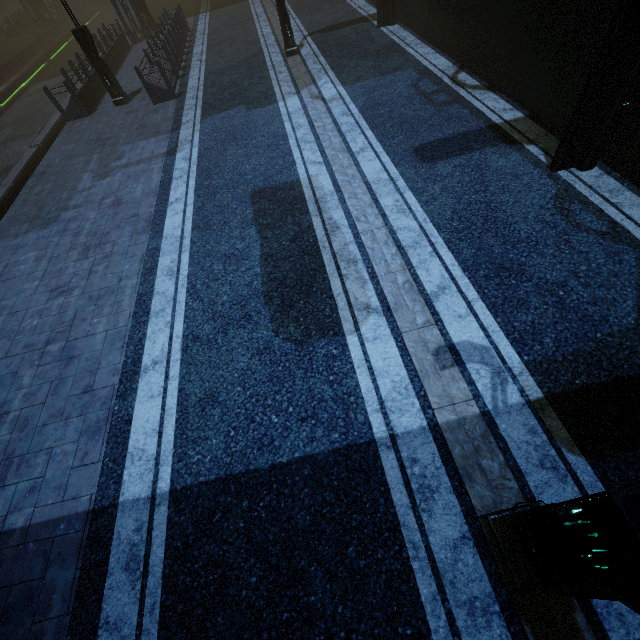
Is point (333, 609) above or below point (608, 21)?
below

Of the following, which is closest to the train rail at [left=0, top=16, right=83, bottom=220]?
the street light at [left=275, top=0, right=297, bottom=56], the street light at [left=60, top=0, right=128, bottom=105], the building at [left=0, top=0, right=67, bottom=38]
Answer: the building at [left=0, top=0, right=67, bottom=38]

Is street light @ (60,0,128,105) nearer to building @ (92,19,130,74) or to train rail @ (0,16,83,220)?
building @ (92,19,130,74)

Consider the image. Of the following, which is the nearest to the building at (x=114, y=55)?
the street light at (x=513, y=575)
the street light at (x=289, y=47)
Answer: the street light at (x=289, y=47)

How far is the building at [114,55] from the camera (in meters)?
16.61

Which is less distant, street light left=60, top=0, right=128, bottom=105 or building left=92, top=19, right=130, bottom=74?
street light left=60, top=0, right=128, bottom=105

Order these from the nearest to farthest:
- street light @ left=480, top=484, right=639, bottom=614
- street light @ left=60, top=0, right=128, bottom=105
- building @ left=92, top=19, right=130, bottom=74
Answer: street light @ left=480, top=484, right=639, bottom=614 < street light @ left=60, top=0, right=128, bottom=105 < building @ left=92, top=19, right=130, bottom=74
